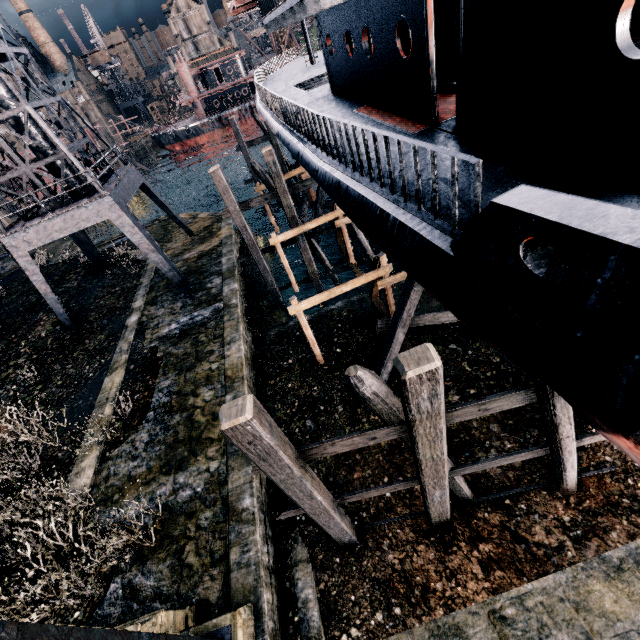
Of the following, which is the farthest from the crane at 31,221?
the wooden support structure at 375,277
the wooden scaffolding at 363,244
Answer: the wooden support structure at 375,277

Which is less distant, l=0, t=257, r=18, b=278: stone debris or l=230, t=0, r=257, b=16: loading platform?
l=230, t=0, r=257, b=16: loading platform

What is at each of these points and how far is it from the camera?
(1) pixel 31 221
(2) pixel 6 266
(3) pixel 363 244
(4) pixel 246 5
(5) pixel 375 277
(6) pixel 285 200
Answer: (1) crane, 16.3 meters
(2) stone debris, 32.3 meters
(3) wooden scaffolding, 18.8 meters
(4) loading platform, 16.2 meters
(5) wooden support structure, 12.6 meters
(6) wooden scaffolding, 16.5 meters

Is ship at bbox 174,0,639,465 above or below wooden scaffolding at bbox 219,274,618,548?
above

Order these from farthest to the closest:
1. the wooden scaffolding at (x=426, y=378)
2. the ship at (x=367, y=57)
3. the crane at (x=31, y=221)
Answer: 1. the crane at (x=31, y=221)
2. the wooden scaffolding at (x=426, y=378)
3. the ship at (x=367, y=57)

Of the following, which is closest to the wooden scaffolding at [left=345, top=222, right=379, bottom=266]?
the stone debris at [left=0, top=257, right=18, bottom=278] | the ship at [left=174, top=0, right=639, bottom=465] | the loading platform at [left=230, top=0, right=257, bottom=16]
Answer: the ship at [left=174, top=0, right=639, bottom=465]

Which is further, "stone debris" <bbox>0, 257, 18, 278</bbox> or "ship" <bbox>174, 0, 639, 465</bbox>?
"stone debris" <bbox>0, 257, 18, 278</bbox>

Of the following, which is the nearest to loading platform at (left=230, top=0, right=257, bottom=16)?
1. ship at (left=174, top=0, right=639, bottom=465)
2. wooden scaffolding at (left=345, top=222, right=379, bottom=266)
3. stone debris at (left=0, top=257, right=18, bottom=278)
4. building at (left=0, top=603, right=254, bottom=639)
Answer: ship at (left=174, top=0, right=639, bottom=465)
